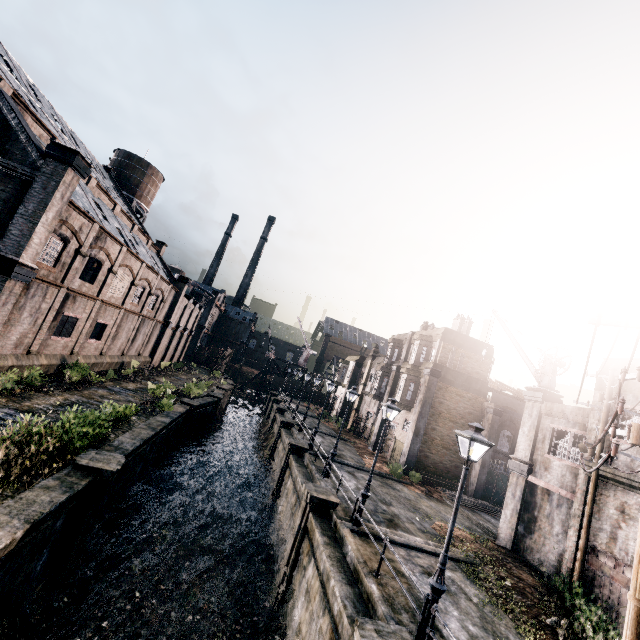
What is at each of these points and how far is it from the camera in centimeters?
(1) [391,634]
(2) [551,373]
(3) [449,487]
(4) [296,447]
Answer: (1) column, 764cm
(2) crane, 1941cm
(3) wood pile, 2695cm
(4) column, 2372cm

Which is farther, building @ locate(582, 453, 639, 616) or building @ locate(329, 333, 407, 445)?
building @ locate(329, 333, 407, 445)

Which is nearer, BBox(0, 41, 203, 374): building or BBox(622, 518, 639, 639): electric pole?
BBox(622, 518, 639, 639): electric pole

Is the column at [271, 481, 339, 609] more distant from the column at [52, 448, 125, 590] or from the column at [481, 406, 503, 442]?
the column at [481, 406, 503, 442]

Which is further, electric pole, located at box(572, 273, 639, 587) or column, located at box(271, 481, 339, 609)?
column, located at box(271, 481, 339, 609)

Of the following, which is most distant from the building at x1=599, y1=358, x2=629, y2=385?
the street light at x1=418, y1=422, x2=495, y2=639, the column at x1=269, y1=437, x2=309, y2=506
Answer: the column at x1=269, y1=437, x2=309, y2=506

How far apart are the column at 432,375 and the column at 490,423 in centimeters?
487cm
